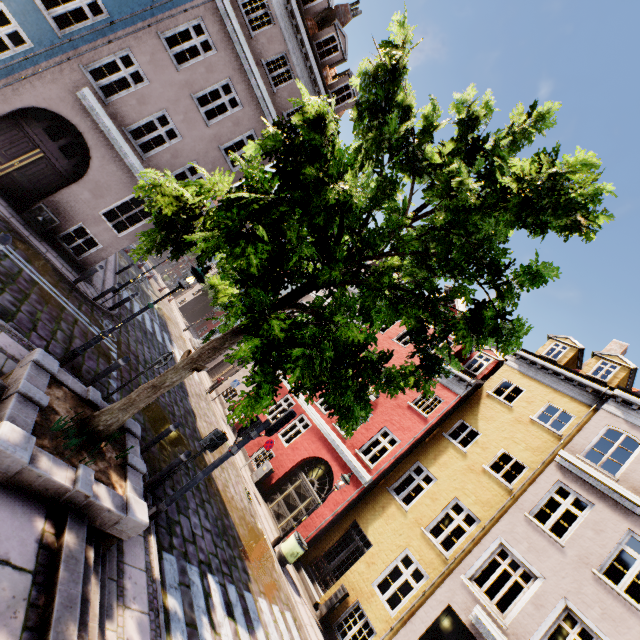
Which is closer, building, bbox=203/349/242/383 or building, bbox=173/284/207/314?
building, bbox=203/349/242/383

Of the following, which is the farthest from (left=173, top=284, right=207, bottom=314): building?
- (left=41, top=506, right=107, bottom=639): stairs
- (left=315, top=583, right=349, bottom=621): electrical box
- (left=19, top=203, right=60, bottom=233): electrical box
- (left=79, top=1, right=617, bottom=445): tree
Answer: (left=19, top=203, right=60, bottom=233): electrical box

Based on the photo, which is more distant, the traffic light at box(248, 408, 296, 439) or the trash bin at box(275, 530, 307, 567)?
the trash bin at box(275, 530, 307, 567)

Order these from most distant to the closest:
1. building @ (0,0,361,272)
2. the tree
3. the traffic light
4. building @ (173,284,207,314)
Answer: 1. building @ (173,284,207,314)
2. building @ (0,0,361,272)
3. the traffic light
4. the tree

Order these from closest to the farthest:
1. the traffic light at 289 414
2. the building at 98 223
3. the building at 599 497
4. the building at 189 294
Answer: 1. the traffic light at 289 414
2. the building at 599 497
3. the building at 98 223
4. the building at 189 294

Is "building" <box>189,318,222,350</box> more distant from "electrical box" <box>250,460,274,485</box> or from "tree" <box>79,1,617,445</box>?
"tree" <box>79,1,617,445</box>

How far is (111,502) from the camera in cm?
449

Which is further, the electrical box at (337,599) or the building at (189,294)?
the building at (189,294)
